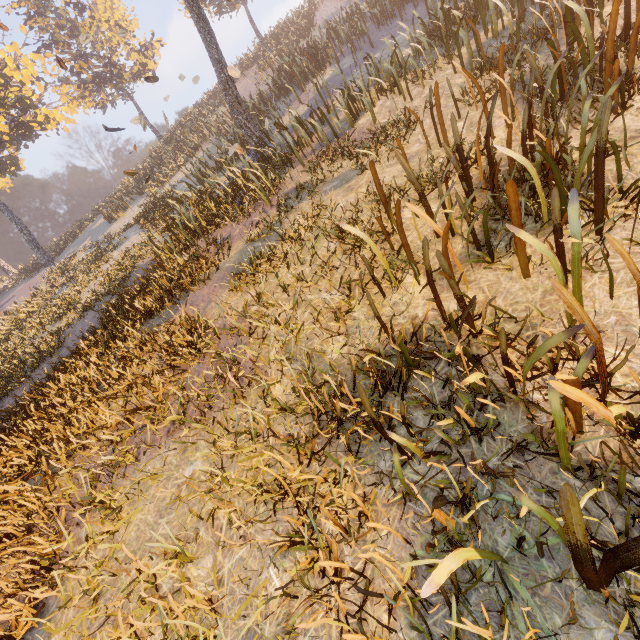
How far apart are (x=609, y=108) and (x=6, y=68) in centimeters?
3414cm
